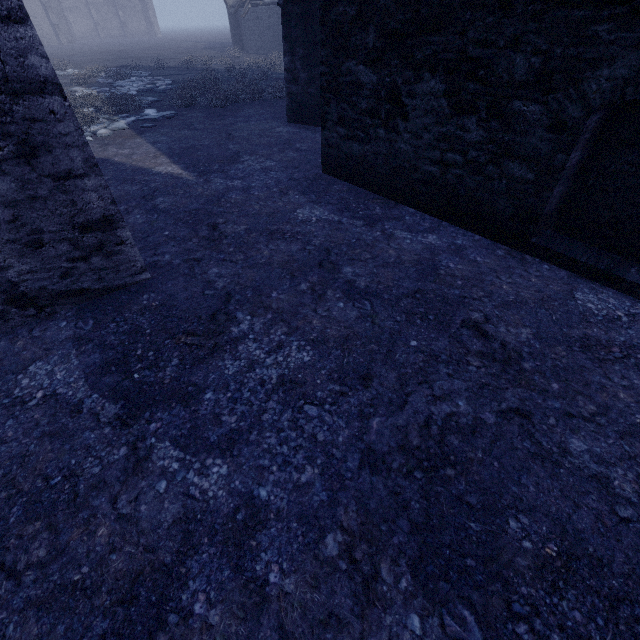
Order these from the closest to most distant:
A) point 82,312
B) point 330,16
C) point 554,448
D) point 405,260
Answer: point 554,448 < point 82,312 < point 405,260 < point 330,16
